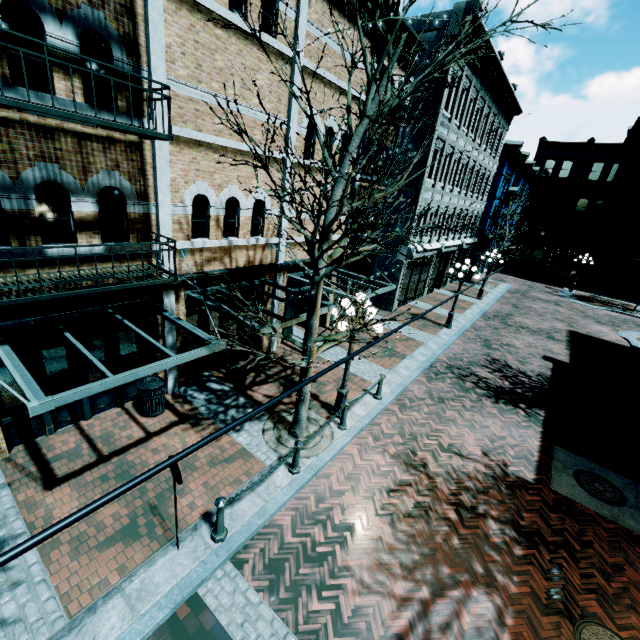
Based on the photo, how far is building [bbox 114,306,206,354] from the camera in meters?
7.9

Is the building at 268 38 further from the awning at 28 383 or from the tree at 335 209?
the tree at 335 209

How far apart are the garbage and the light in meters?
4.4 m

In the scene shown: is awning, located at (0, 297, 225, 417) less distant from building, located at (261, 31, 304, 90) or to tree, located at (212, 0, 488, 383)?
building, located at (261, 31, 304, 90)

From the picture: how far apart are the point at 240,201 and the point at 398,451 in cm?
806

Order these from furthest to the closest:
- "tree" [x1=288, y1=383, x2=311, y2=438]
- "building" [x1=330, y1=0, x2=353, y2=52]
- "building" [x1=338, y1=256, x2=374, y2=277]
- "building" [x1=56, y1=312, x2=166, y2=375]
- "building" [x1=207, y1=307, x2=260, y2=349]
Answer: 1. "building" [x1=338, y1=256, x2=374, y2=277]
2. "building" [x1=207, y1=307, x2=260, y2=349]
3. "building" [x1=330, y1=0, x2=353, y2=52]
4. "tree" [x1=288, y1=383, x2=311, y2=438]
5. "building" [x1=56, y1=312, x2=166, y2=375]

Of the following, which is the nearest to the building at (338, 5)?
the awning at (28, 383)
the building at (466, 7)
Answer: the awning at (28, 383)

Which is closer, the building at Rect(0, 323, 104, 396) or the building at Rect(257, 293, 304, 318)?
the building at Rect(0, 323, 104, 396)
